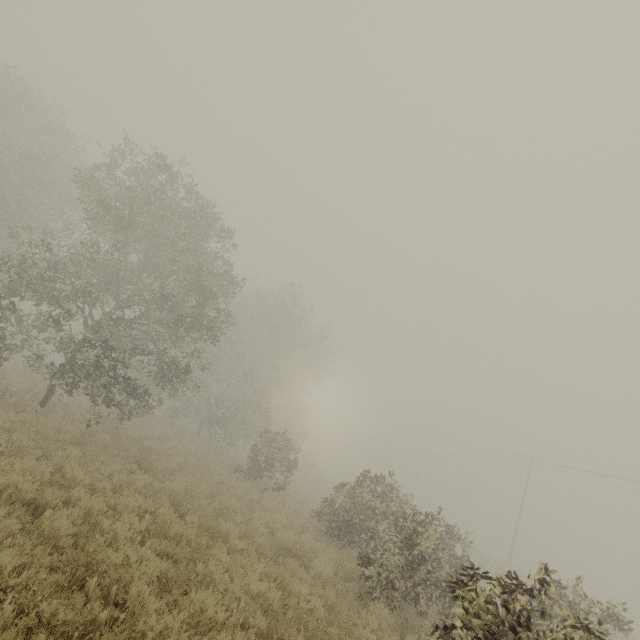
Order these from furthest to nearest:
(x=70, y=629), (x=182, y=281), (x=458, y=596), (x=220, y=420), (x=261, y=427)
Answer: (x=261, y=427) < (x=220, y=420) < (x=182, y=281) < (x=458, y=596) < (x=70, y=629)
